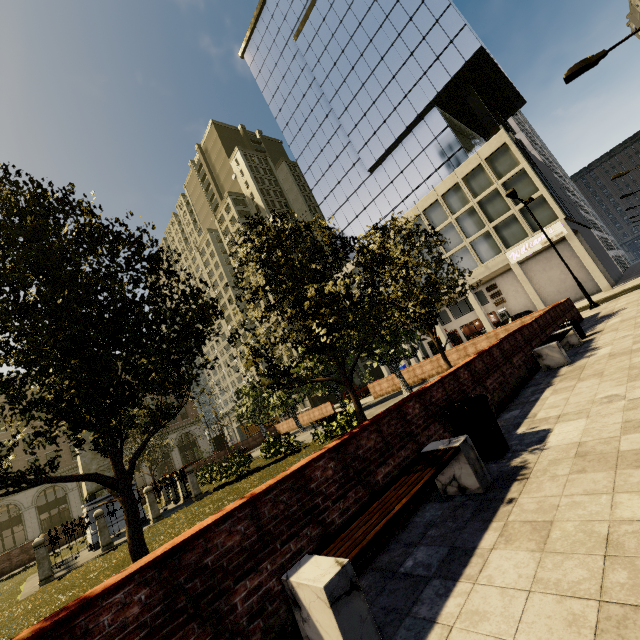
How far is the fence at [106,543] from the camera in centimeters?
1148cm

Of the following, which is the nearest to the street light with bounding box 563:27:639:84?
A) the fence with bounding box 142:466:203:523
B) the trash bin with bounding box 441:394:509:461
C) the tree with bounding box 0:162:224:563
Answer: the tree with bounding box 0:162:224:563

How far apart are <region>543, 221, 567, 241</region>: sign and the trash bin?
30.2 meters

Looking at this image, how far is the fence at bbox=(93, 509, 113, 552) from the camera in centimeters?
1148cm

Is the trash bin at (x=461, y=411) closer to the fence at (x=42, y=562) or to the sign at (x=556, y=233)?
the fence at (x=42, y=562)

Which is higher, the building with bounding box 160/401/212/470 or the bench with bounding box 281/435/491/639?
the building with bounding box 160/401/212/470

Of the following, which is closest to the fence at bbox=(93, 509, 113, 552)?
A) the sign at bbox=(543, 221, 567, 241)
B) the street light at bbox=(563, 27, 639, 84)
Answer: the street light at bbox=(563, 27, 639, 84)

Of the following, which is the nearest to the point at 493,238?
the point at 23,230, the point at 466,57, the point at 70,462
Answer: the point at 466,57
